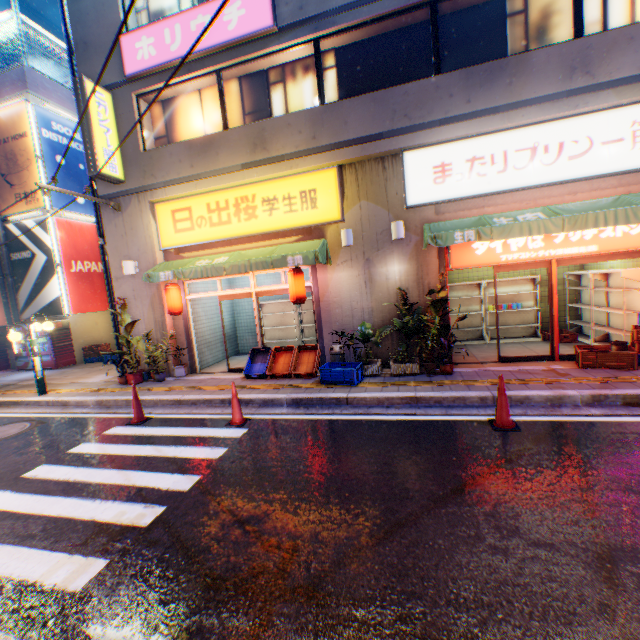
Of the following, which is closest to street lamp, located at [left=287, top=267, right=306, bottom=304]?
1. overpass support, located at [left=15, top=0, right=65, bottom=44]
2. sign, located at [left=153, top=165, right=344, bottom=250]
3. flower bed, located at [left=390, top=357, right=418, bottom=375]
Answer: sign, located at [left=153, top=165, right=344, bottom=250]

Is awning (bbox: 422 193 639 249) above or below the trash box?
above

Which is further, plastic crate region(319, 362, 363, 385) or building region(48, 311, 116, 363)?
building region(48, 311, 116, 363)

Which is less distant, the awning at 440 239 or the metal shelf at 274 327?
the awning at 440 239

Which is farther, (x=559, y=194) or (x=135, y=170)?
(x=135, y=170)

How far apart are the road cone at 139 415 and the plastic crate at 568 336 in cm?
1088

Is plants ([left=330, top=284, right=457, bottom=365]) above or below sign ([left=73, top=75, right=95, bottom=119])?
below

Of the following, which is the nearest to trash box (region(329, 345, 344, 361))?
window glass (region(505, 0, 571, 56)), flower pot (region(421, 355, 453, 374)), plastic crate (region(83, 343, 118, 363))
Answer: flower pot (region(421, 355, 453, 374))
